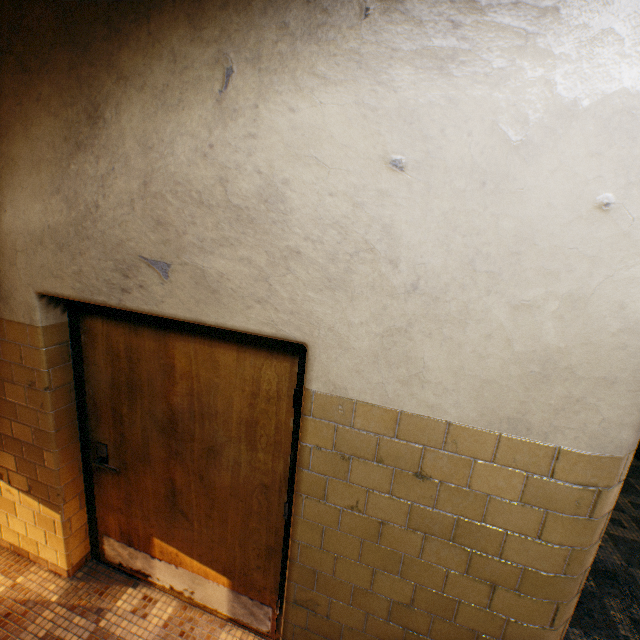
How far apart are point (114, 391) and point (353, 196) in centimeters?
198cm
